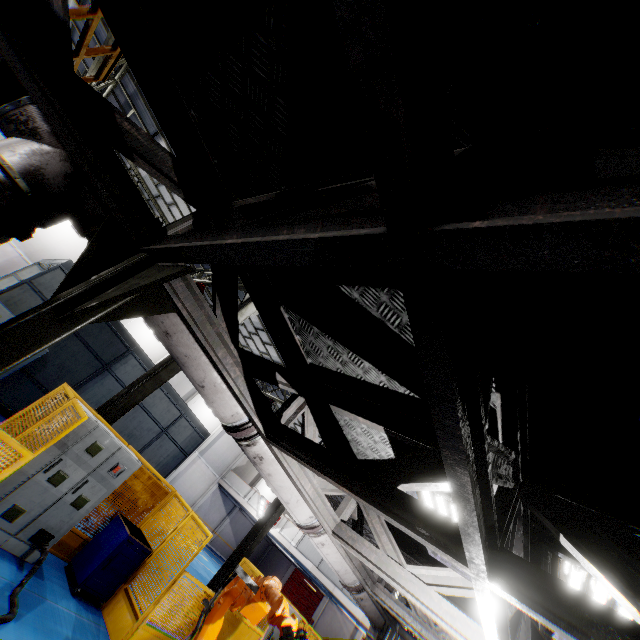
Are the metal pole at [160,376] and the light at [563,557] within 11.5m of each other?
yes

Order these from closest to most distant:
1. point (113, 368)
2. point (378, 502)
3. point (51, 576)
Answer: point (378, 502) < point (51, 576) < point (113, 368)

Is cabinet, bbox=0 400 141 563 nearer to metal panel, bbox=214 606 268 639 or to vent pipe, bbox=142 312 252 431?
metal panel, bbox=214 606 268 639

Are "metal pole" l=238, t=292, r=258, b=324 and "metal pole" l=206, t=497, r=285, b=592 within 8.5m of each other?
yes

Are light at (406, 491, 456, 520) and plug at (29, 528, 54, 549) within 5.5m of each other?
no

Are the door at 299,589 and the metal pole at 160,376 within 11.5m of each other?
no

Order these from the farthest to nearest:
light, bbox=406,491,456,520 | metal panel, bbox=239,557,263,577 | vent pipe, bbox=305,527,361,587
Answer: metal panel, bbox=239,557,263,577 → vent pipe, bbox=305,527,361,587 → light, bbox=406,491,456,520

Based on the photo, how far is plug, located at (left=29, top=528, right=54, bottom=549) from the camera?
5.67m
